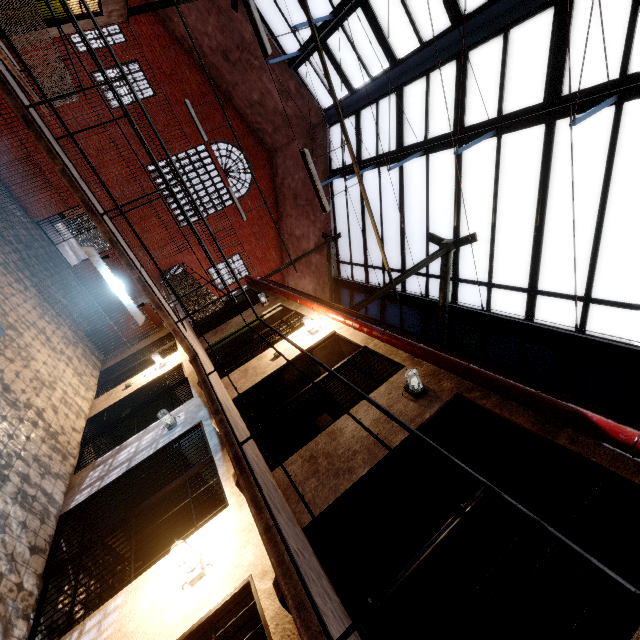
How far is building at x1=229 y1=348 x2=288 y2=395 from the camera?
6.05m

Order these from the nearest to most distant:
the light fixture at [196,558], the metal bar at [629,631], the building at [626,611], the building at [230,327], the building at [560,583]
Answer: the metal bar at [629,631]
the light fixture at [196,558]
the building at [626,611]
the building at [560,583]
the building at [230,327]

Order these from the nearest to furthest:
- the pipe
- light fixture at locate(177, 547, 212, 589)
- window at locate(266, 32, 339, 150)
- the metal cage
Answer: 1. the pipe
2. light fixture at locate(177, 547, 212, 589)
3. window at locate(266, 32, 339, 150)
4. the metal cage

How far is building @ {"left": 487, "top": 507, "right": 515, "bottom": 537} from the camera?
5.7 meters

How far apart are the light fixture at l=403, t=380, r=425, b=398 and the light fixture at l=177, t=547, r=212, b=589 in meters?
2.9 m

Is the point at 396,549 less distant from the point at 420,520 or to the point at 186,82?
the point at 420,520

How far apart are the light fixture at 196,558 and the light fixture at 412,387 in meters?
2.9

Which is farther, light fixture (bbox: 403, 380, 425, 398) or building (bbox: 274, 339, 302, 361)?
building (bbox: 274, 339, 302, 361)
